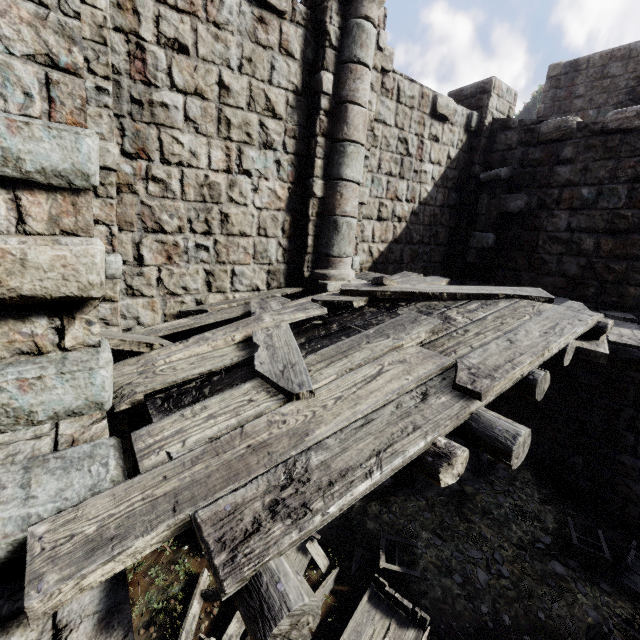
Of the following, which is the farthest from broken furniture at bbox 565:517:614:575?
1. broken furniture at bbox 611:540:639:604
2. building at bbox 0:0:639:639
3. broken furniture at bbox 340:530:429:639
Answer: broken furniture at bbox 340:530:429:639

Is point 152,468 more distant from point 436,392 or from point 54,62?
point 54,62

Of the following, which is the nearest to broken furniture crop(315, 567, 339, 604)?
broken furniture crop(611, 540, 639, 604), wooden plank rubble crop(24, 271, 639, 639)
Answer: broken furniture crop(611, 540, 639, 604)

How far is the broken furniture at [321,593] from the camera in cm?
501

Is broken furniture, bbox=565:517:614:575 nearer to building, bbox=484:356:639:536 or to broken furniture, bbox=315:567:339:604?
building, bbox=484:356:639:536

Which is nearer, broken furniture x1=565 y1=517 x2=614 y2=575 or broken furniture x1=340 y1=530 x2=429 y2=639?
broken furniture x1=340 y1=530 x2=429 y2=639

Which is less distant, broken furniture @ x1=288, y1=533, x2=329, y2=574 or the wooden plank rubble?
the wooden plank rubble
